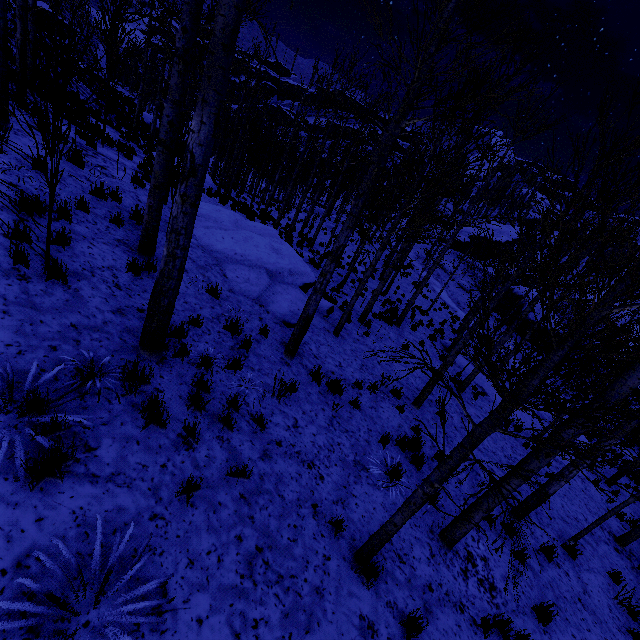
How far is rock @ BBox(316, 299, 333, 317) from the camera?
10.3m

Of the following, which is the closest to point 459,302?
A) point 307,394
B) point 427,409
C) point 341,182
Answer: point 341,182

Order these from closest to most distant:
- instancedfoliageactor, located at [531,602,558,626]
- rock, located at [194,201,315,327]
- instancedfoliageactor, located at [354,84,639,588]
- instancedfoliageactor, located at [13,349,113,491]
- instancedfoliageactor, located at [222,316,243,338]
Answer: instancedfoliageactor, located at [354,84,639,588] < instancedfoliageactor, located at [13,349,113,491] < instancedfoliageactor, located at [531,602,558,626] < instancedfoliageactor, located at [222,316,243,338] < rock, located at [194,201,315,327]

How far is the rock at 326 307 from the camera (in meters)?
10.28

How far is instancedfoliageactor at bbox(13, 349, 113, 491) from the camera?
2.8 meters
